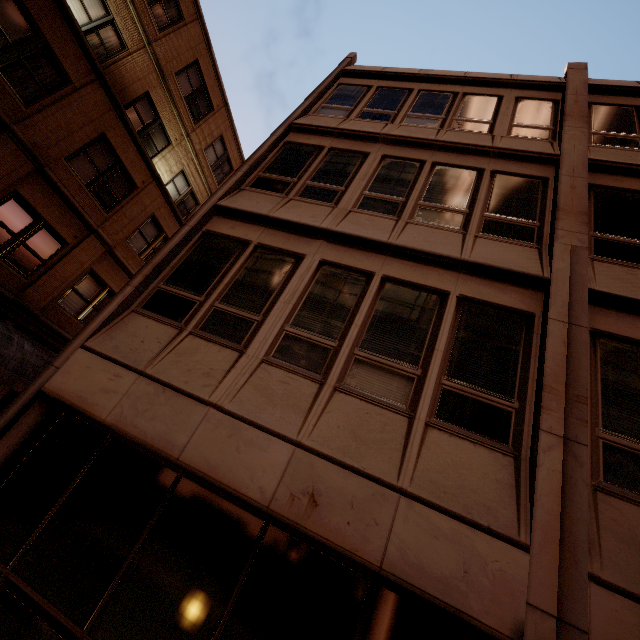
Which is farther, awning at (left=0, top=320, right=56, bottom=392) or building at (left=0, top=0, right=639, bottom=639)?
awning at (left=0, top=320, right=56, bottom=392)

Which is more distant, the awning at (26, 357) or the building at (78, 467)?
the awning at (26, 357)

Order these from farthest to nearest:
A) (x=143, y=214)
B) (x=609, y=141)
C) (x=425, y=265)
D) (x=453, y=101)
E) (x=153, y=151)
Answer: (x=153, y=151)
(x=143, y=214)
(x=453, y=101)
(x=609, y=141)
(x=425, y=265)
